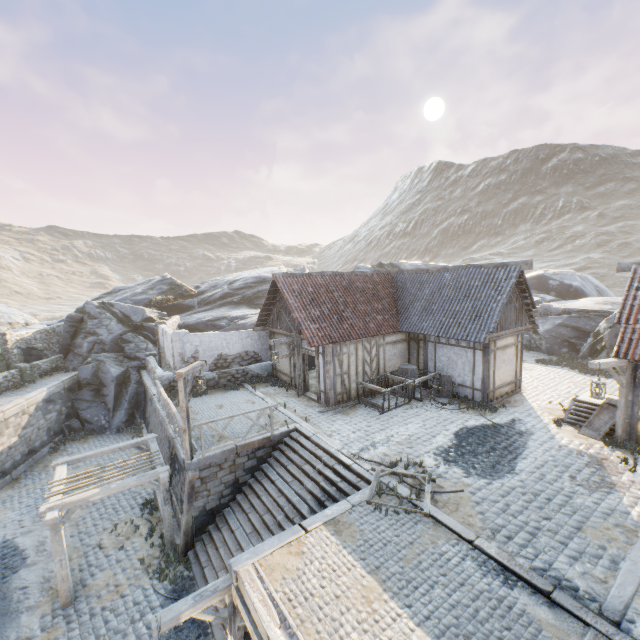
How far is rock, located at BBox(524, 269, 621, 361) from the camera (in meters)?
18.39

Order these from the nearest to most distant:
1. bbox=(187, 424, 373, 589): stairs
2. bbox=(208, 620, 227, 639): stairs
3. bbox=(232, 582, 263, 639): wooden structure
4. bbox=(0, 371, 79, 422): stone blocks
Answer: bbox=(232, 582, 263, 639): wooden structure
bbox=(208, 620, 227, 639): stairs
bbox=(187, 424, 373, 589): stairs
bbox=(0, 371, 79, 422): stone blocks

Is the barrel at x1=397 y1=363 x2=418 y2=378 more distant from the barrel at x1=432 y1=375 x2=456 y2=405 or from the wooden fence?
the wooden fence

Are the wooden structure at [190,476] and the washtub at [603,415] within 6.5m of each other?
no

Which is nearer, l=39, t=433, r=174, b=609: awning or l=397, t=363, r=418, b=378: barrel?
l=39, t=433, r=174, b=609: awning

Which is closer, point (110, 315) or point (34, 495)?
point (34, 495)

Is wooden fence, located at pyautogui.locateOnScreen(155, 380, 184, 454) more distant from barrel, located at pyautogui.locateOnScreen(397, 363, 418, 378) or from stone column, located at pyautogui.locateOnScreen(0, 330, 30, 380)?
stone column, located at pyautogui.locateOnScreen(0, 330, 30, 380)

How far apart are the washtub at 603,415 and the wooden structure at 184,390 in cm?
1321
